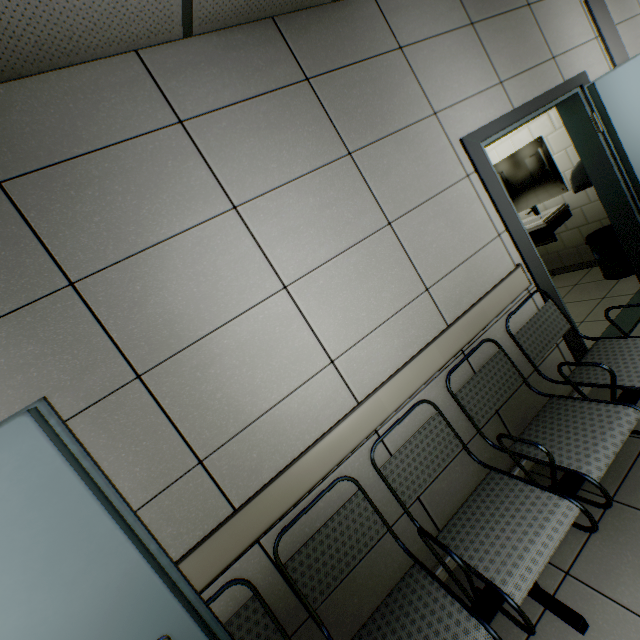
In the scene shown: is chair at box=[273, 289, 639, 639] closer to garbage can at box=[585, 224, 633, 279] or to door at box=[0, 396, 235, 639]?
door at box=[0, 396, 235, 639]

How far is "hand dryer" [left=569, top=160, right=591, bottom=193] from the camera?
3.3m

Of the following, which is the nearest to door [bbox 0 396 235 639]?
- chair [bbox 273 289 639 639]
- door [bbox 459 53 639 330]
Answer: chair [bbox 273 289 639 639]

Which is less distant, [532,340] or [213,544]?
[213,544]

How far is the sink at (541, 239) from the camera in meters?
4.1 m

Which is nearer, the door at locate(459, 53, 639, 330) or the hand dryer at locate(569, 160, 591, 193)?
the door at locate(459, 53, 639, 330)

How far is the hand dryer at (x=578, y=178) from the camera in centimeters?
326cm

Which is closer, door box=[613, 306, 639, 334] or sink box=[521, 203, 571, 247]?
door box=[613, 306, 639, 334]
